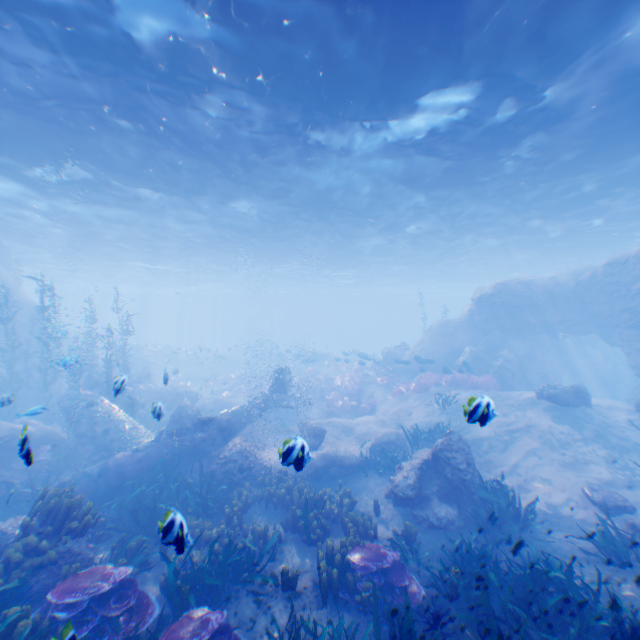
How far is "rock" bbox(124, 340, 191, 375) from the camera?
32.5 meters

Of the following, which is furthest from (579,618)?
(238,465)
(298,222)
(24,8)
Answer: (298,222)

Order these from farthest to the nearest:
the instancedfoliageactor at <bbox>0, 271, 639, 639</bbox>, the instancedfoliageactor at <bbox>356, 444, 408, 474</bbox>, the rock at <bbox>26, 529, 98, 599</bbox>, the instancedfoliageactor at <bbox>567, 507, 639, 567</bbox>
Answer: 1. the instancedfoliageactor at <bbox>356, 444, 408, 474</bbox>
2. the instancedfoliageactor at <bbox>567, 507, 639, 567</bbox>
3. the rock at <bbox>26, 529, 98, 599</bbox>
4. the instancedfoliageactor at <bbox>0, 271, 639, 639</bbox>

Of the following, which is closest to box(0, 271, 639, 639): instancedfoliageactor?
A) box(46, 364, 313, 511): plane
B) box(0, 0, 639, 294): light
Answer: box(46, 364, 313, 511): plane

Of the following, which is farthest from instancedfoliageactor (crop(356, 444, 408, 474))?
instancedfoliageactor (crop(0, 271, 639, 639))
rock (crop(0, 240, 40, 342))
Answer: instancedfoliageactor (crop(0, 271, 639, 639))

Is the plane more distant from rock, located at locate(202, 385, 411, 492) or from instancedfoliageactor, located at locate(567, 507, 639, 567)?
instancedfoliageactor, located at locate(567, 507, 639, 567)

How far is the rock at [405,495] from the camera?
9.0m

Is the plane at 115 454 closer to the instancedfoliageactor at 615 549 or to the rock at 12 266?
the rock at 12 266
